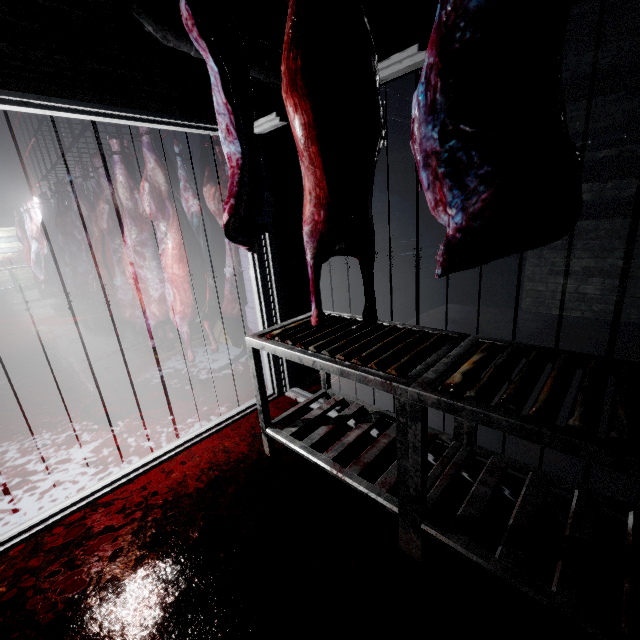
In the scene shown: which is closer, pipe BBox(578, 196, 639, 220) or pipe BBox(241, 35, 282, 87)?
pipe BBox(241, 35, 282, 87)

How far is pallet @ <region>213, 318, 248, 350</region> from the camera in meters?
3.5 m

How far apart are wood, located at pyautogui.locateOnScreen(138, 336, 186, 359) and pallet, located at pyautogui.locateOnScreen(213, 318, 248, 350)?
0.1 meters

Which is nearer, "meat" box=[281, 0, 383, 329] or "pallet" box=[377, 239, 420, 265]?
"meat" box=[281, 0, 383, 329]

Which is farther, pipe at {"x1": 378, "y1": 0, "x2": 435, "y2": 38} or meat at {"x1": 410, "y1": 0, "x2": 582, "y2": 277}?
pipe at {"x1": 378, "y1": 0, "x2": 435, "y2": 38}

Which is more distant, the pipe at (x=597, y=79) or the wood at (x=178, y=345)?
the wood at (x=178, y=345)

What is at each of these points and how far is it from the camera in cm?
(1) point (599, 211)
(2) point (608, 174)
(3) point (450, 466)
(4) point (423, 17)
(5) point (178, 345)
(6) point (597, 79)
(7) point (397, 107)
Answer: (1) pipe, 323
(2) pipe, 312
(3) table, 151
(4) pipe, 306
(5) wood, 395
(6) pipe, 300
(7) pipe, 299

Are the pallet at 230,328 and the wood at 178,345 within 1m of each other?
yes
